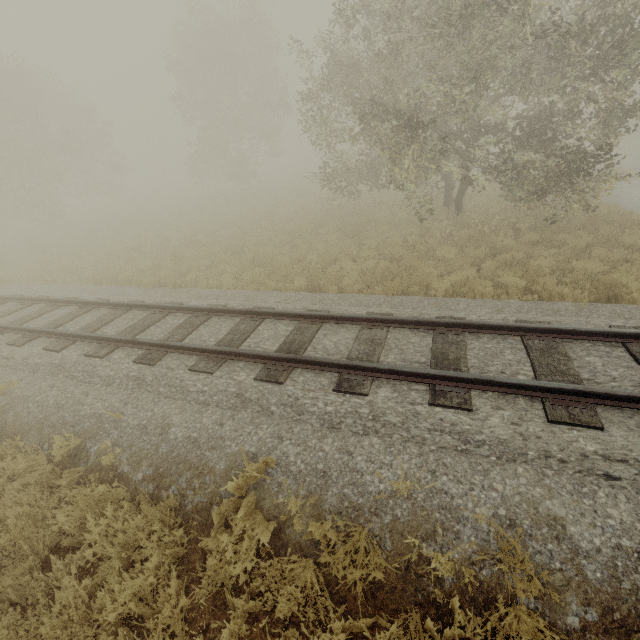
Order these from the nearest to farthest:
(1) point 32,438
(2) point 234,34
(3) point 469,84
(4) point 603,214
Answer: (1) point 32,438, (4) point 603,214, (3) point 469,84, (2) point 234,34
